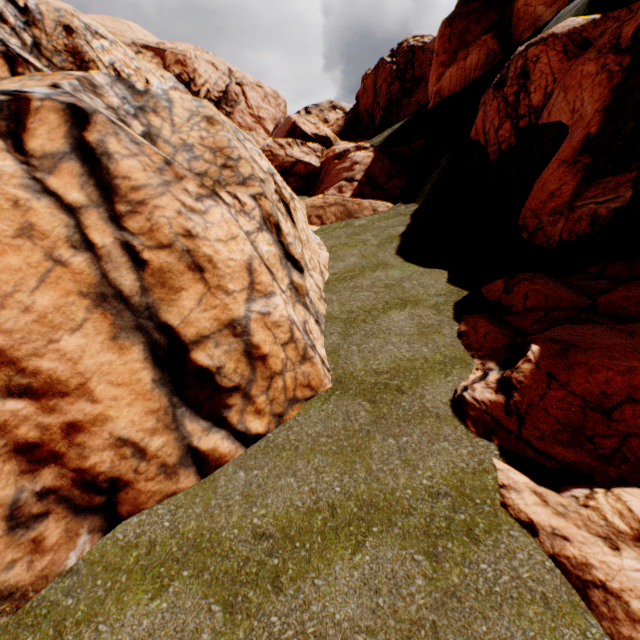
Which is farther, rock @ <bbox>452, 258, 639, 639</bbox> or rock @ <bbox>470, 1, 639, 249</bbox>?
rock @ <bbox>470, 1, 639, 249</bbox>

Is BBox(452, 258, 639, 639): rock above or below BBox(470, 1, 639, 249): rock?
below

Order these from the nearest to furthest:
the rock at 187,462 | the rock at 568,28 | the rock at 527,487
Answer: the rock at 527,487 < the rock at 187,462 < the rock at 568,28

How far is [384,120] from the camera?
44.06m

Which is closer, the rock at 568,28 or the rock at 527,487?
the rock at 527,487

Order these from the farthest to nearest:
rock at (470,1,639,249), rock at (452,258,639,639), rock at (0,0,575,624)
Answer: rock at (470,1,639,249), rock at (0,0,575,624), rock at (452,258,639,639)
